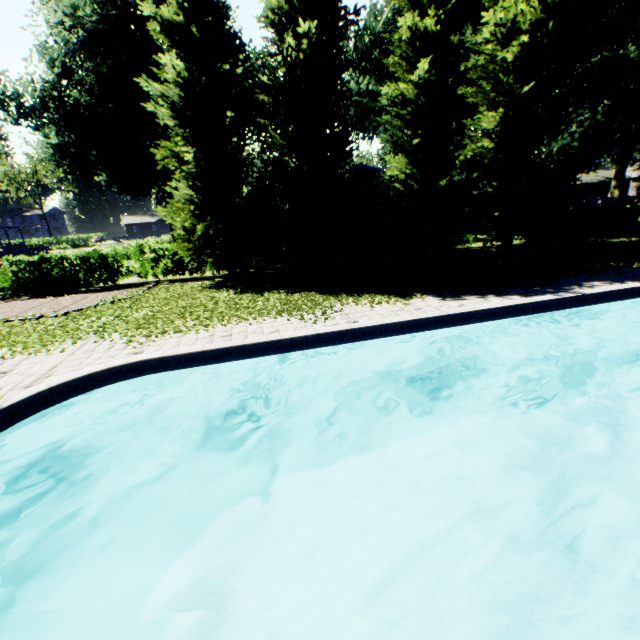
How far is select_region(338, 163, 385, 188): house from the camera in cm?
2253

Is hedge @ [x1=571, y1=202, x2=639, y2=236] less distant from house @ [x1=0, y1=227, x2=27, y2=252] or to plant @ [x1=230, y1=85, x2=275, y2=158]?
plant @ [x1=230, y1=85, x2=275, y2=158]

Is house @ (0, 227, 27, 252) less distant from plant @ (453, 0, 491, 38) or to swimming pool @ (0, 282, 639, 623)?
plant @ (453, 0, 491, 38)

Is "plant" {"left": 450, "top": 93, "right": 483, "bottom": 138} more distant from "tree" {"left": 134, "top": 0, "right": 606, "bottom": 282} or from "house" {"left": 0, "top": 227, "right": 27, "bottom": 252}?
"tree" {"left": 134, "top": 0, "right": 606, "bottom": 282}

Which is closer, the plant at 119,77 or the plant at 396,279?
the plant at 396,279

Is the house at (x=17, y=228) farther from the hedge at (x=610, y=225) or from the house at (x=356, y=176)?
the hedge at (x=610, y=225)

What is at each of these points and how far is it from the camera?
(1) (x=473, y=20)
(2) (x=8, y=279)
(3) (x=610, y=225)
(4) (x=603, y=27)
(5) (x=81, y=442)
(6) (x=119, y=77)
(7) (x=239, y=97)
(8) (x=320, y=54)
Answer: (1) plant, 20.2 meters
(2) hedge, 15.9 meters
(3) hedge, 21.4 meters
(4) plant, 25.8 meters
(5) swimming pool, 6.3 meters
(6) plant, 20.6 meters
(7) plant, 31.6 meters
(8) tree, 11.9 meters

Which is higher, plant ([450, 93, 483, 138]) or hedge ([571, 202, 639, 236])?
plant ([450, 93, 483, 138])
